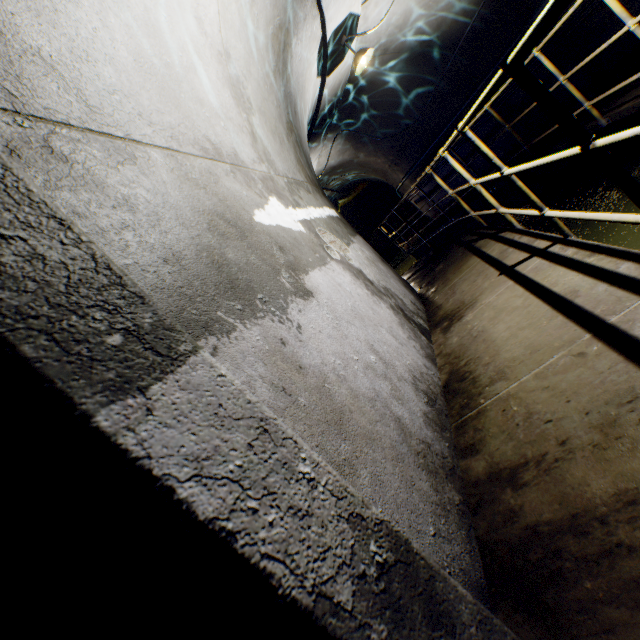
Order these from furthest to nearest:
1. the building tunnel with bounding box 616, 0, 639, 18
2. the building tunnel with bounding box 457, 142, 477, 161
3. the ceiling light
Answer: the building tunnel with bounding box 457, 142, 477, 161 < the ceiling light < the building tunnel with bounding box 616, 0, 639, 18

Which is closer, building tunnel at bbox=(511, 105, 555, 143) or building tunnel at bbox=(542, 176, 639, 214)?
building tunnel at bbox=(542, 176, 639, 214)

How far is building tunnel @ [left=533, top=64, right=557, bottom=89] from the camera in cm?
566

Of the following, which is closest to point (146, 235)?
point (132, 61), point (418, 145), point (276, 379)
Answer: point (276, 379)

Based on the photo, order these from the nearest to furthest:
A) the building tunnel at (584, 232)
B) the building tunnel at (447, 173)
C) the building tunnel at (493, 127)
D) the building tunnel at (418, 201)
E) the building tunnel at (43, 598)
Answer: the building tunnel at (43, 598), the building tunnel at (584, 232), the building tunnel at (493, 127), the building tunnel at (447, 173), the building tunnel at (418, 201)

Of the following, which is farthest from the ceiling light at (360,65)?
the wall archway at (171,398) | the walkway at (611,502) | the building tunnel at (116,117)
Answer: the wall archway at (171,398)
